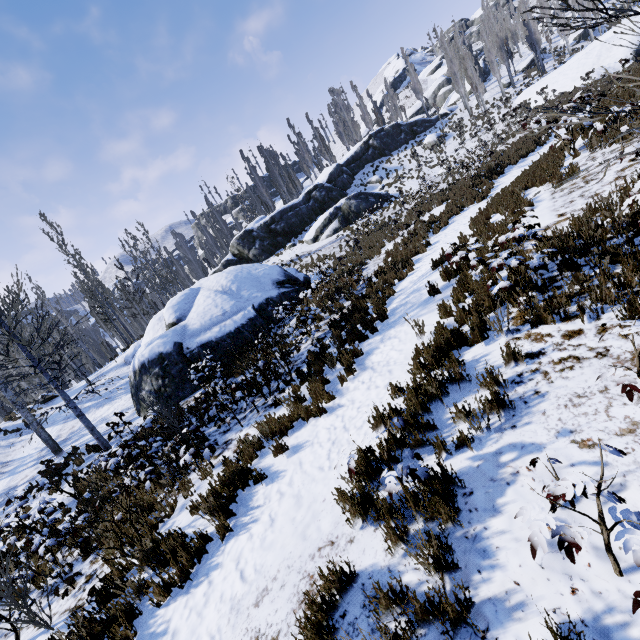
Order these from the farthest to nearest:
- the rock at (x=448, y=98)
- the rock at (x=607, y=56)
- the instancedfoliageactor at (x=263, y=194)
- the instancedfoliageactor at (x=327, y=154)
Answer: the instancedfoliageactor at (x=327, y=154) → the rock at (x=448, y=98) → the instancedfoliageactor at (x=263, y=194) → the rock at (x=607, y=56)

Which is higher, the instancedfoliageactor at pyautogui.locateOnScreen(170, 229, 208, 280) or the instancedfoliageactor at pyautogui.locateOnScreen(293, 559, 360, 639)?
the instancedfoliageactor at pyautogui.locateOnScreen(170, 229, 208, 280)

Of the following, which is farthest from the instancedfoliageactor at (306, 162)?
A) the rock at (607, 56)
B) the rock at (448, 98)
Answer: the rock at (448, 98)

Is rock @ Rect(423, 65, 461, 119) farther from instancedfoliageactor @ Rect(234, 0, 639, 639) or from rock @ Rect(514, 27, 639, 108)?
rock @ Rect(514, 27, 639, 108)

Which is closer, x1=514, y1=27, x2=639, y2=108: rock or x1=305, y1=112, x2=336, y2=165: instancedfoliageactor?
x1=514, y1=27, x2=639, y2=108: rock

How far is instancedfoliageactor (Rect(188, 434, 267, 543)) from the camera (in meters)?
5.02

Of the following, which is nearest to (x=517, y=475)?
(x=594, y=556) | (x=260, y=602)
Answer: (x=594, y=556)
